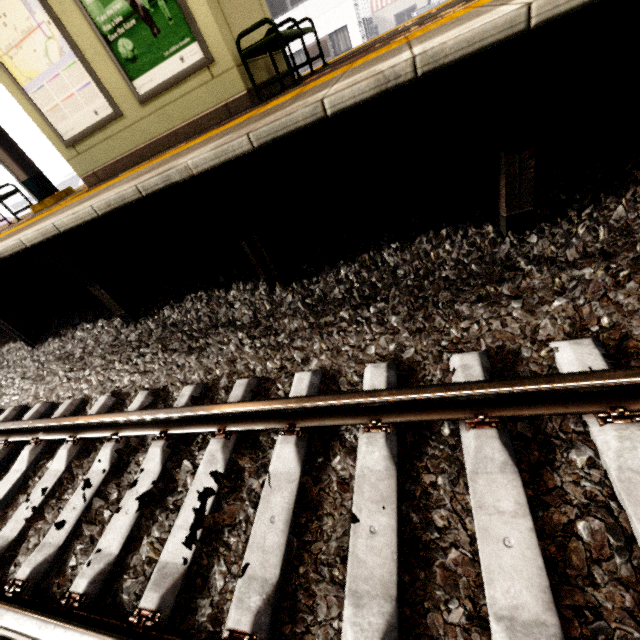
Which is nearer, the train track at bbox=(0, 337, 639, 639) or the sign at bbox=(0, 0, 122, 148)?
the train track at bbox=(0, 337, 639, 639)

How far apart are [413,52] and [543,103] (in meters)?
1.12

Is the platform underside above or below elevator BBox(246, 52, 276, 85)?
below

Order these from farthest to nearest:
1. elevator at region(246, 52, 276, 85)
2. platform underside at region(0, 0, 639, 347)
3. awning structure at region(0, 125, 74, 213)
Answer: awning structure at region(0, 125, 74, 213)
elevator at region(246, 52, 276, 85)
platform underside at region(0, 0, 639, 347)

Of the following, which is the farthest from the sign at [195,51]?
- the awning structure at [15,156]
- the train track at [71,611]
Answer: the train track at [71,611]

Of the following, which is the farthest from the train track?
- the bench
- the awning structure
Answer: the awning structure

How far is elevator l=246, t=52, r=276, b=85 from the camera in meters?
4.4

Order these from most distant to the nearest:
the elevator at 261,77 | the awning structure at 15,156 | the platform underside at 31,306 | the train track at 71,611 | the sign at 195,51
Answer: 1. the awning structure at 15,156
2. the elevator at 261,77
3. the sign at 195,51
4. the platform underside at 31,306
5. the train track at 71,611
